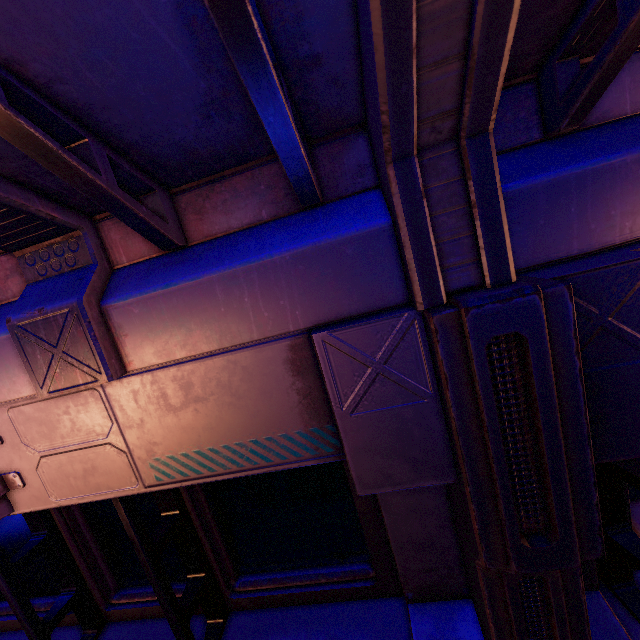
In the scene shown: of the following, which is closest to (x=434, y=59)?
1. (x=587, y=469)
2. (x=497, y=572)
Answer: (x=587, y=469)
